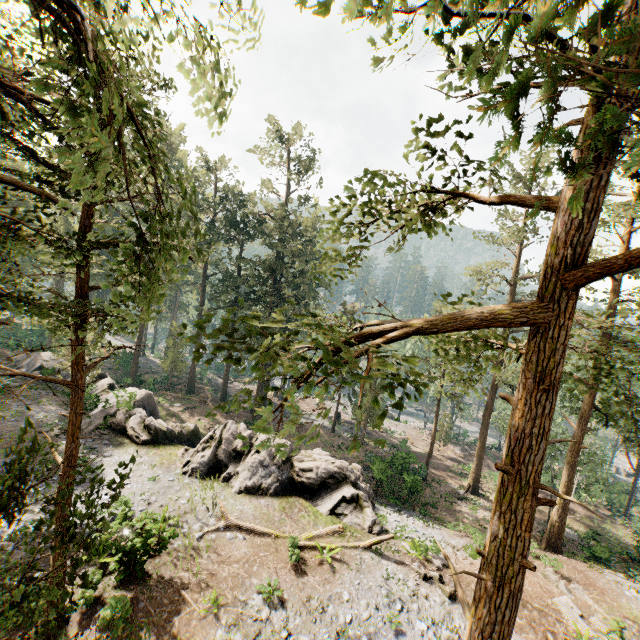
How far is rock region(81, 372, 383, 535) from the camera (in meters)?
18.66

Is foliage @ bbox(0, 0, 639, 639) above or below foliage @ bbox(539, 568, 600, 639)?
above

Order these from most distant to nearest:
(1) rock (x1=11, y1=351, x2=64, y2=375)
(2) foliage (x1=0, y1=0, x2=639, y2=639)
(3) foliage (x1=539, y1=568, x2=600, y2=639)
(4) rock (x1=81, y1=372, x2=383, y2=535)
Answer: (1) rock (x1=11, y1=351, x2=64, y2=375) → (4) rock (x1=81, y1=372, x2=383, y2=535) → (3) foliage (x1=539, y1=568, x2=600, y2=639) → (2) foliage (x1=0, y1=0, x2=639, y2=639)

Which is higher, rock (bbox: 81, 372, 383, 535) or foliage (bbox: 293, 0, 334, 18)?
foliage (bbox: 293, 0, 334, 18)

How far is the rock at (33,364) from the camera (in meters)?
29.14

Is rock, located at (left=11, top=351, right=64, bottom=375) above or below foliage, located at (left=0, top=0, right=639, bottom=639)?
below

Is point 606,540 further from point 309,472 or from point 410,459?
point 309,472

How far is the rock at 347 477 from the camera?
18.7 meters
